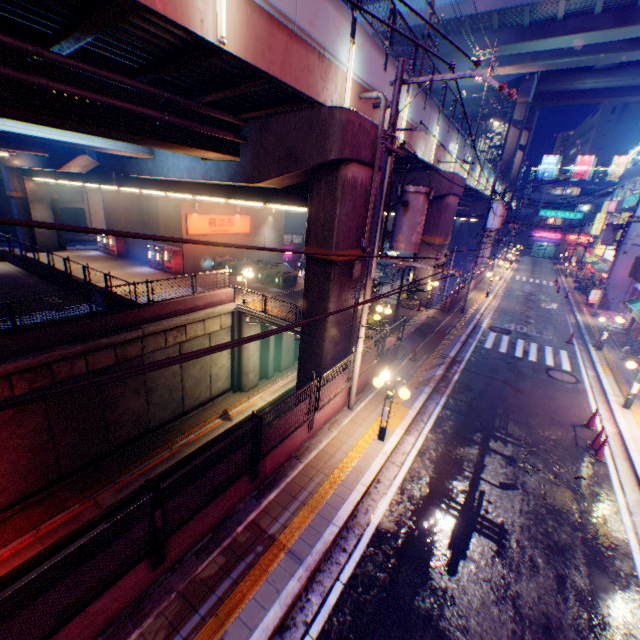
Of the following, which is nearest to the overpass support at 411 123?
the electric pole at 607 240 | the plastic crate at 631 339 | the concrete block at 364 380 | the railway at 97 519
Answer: the concrete block at 364 380

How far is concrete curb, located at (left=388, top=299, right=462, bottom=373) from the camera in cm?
1512

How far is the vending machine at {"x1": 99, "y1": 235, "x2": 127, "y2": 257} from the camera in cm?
2927

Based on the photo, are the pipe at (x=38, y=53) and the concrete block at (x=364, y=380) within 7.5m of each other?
no

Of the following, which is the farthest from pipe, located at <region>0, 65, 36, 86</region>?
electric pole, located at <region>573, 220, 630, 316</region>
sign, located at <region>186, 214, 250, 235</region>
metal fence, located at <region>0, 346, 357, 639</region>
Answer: electric pole, located at <region>573, 220, 630, 316</region>

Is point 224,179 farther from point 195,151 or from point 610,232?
point 610,232

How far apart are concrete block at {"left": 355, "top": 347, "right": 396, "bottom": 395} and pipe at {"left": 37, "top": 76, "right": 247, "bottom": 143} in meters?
8.7 m

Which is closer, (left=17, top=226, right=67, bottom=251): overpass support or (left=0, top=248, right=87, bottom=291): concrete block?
(left=0, top=248, right=87, bottom=291): concrete block
